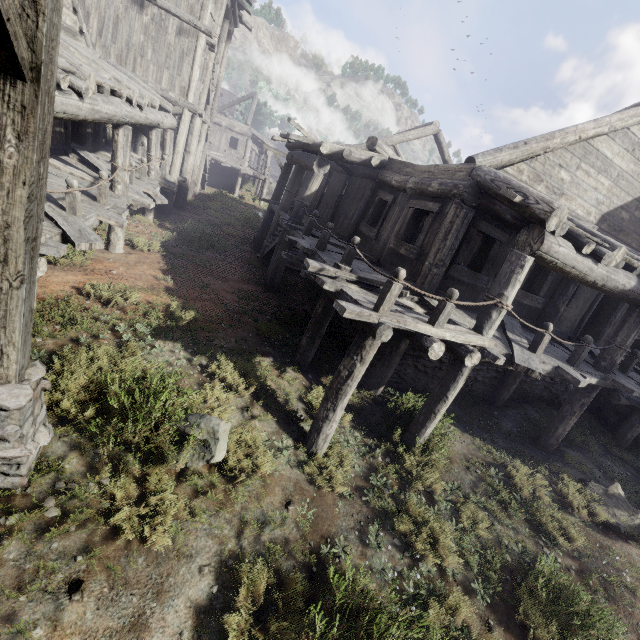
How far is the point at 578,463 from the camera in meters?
8.4 m

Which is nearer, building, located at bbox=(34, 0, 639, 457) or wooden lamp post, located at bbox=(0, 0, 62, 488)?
wooden lamp post, located at bbox=(0, 0, 62, 488)

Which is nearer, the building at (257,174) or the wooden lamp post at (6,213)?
the wooden lamp post at (6,213)
